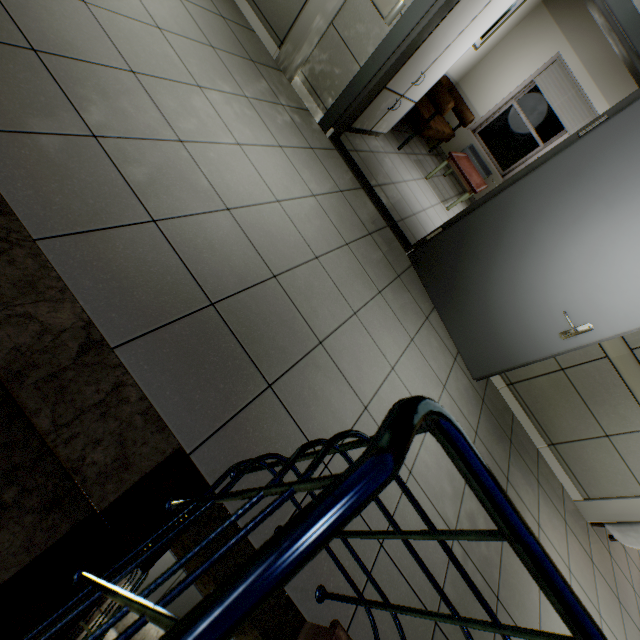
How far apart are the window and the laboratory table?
3.51m

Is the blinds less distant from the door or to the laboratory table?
the laboratory table

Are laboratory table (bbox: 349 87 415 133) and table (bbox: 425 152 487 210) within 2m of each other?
yes

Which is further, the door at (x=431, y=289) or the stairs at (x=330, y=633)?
the door at (x=431, y=289)

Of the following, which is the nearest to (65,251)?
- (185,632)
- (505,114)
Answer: (185,632)

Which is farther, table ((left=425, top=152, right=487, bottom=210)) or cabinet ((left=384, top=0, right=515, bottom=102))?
table ((left=425, top=152, right=487, bottom=210))

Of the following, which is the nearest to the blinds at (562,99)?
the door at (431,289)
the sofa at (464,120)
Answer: the sofa at (464,120)

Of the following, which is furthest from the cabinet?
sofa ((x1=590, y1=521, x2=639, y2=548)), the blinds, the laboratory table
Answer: sofa ((x1=590, y1=521, x2=639, y2=548))
